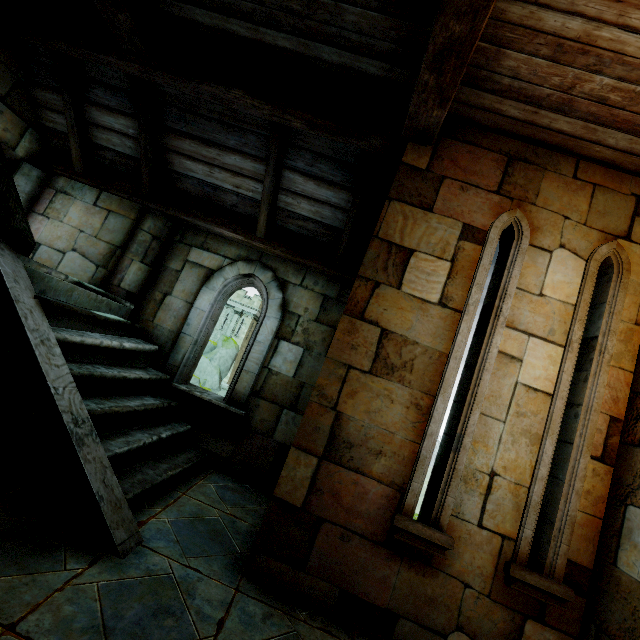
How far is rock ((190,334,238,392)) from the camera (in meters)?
33.81

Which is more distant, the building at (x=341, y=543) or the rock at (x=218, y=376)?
the rock at (x=218, y=376)

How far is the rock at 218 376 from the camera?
33.8 meters

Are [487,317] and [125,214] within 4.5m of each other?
no

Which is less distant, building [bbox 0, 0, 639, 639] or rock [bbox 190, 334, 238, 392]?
building [bbox 0, 0, 639, 639]
